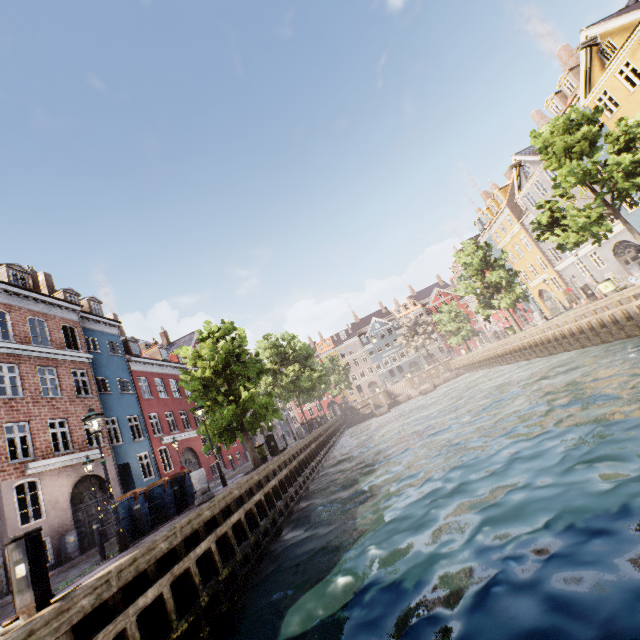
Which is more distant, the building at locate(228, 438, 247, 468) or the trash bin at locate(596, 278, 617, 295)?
the building at locate(228, 438, 247, 468)

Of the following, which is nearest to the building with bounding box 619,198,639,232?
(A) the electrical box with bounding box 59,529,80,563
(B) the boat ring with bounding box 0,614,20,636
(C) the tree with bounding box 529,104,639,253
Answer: (A) the electrical box with bounding box 59,529,80,563

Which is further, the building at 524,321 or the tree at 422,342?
the tree at 422,342

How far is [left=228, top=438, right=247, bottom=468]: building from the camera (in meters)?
33.00

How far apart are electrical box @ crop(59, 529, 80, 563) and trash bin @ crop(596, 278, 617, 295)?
30.82m

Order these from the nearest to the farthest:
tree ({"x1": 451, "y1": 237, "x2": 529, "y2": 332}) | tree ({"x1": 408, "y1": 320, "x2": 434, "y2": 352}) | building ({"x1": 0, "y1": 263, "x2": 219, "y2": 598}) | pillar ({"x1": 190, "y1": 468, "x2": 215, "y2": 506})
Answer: pillar ({"x1": 190, "y1": 468, "x2": 215, "y2": 506}), building ({"x1": 0, "y1": 263, "x2": 219, "y2": 598}), tree ({"x1": 451, "y1": 237, "x2": 529, "y2": 332}), tree ({"x1": 408, "y1": 320, "x2": 434, "y2": 352})

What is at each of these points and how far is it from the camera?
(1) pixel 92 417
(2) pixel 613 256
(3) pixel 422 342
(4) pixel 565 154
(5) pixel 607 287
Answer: (1) street light, 9.1 meters
(2) building, 27.7 meters
(3) tree, 58.3 meters
(4) tree, 17.5 meters
(5) trash bin, 19.3 meters

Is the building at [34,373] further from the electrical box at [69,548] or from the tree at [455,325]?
the tree at [455,325]
